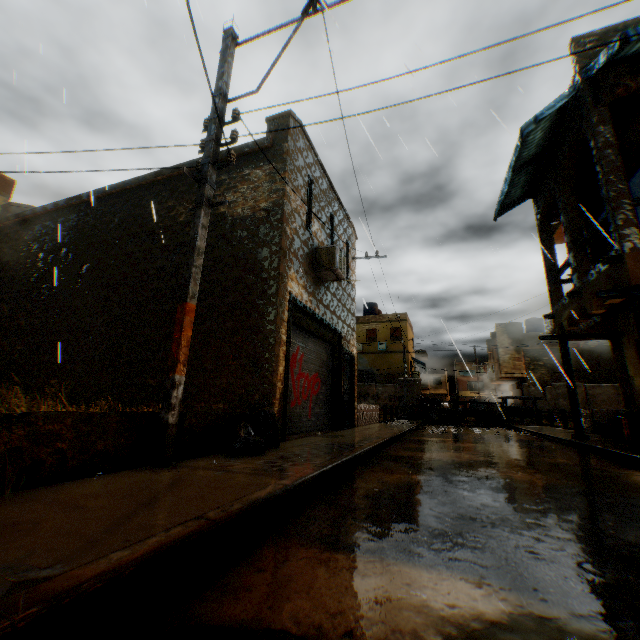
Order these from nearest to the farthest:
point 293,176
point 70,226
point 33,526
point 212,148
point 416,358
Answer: point 33,526 < point 212,148 < point 293,176 < point 70,226 < point 416,358

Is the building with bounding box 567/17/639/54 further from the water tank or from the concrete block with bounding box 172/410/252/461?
the water tank

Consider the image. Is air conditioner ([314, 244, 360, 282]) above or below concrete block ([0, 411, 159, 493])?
above

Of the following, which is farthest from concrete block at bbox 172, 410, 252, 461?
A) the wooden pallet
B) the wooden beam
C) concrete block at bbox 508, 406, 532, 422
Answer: the wooden pallet

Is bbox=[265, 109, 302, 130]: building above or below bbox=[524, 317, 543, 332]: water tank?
below

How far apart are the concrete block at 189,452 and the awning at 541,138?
2.6m

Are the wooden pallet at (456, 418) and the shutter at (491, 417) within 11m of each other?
yes

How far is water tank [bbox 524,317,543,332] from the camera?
32.3m
